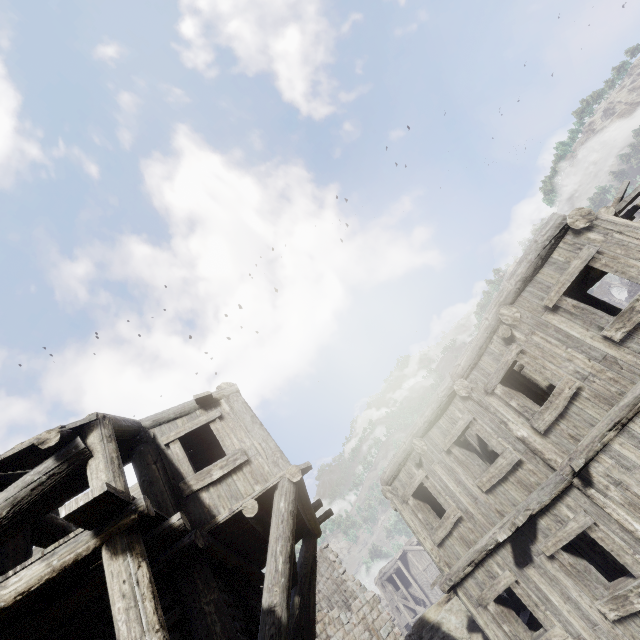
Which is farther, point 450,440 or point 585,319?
point 450,440
